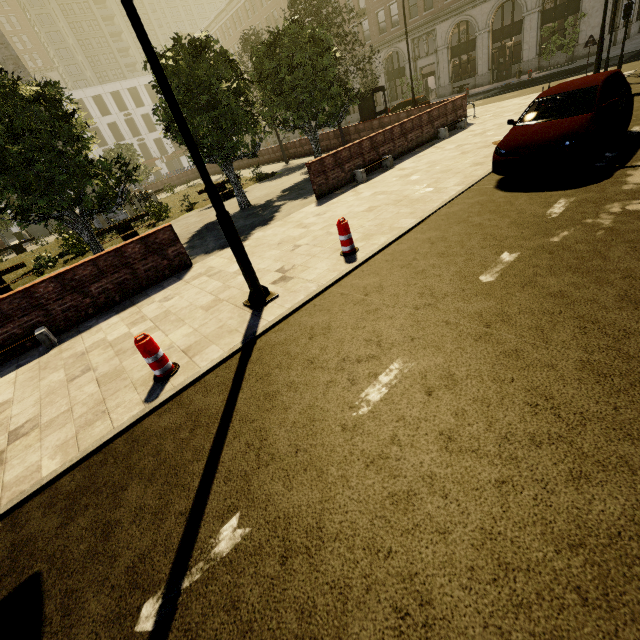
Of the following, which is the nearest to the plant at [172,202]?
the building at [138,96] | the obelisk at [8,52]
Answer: the obelisk at [8,52]

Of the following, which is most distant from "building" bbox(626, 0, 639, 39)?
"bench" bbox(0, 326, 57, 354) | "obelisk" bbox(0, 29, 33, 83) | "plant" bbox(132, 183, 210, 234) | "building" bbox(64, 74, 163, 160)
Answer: "obelisk" bbox(0, 29, 33, 83)

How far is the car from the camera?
6.23m

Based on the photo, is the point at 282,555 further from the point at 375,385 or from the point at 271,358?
the point at 271,358

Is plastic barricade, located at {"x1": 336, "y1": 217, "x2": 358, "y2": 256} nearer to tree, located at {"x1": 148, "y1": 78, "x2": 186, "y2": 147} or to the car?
the car

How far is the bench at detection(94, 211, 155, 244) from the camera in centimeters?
1507cm

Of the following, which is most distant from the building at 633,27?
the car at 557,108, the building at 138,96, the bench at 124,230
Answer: the bench at 124,230

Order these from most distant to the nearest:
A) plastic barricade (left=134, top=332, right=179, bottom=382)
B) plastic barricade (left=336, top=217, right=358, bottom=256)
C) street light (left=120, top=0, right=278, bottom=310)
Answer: plastic barricade (left=336, top=217, right=358, bottom=256), plastic barricade (left=134, top=332, right=179, bottom=382), street light (left=120, top=0, right=278, bottom=310)
